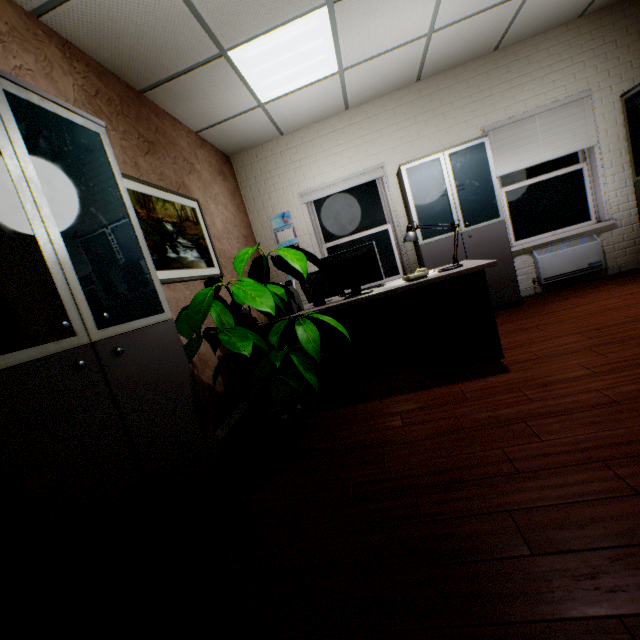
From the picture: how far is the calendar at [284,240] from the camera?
5.0m

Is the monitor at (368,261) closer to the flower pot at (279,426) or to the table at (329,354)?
the table at (329,354)

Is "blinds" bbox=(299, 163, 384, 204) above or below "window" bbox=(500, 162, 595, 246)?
above

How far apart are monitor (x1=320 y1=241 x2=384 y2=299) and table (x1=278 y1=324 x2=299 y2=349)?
0.1m

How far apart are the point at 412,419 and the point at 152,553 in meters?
1.7

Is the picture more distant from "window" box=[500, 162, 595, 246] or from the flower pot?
"window" box=[500, 162, 595, 246]

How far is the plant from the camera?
2.0m

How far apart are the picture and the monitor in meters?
1.3
